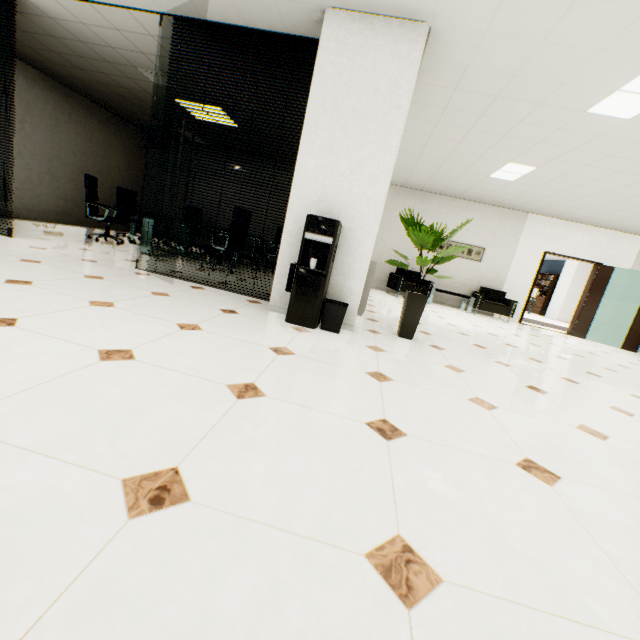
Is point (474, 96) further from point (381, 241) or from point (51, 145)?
point (51, 145)

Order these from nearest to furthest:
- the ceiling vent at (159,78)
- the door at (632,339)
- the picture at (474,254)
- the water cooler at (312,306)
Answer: the water cooler at (312,306), the ceiling vent at (159,78), the door at (632,339), the picture at (474,254)

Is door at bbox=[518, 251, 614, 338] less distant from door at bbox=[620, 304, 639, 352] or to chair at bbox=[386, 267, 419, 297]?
door at bbox=[620, 304, 639, 352]

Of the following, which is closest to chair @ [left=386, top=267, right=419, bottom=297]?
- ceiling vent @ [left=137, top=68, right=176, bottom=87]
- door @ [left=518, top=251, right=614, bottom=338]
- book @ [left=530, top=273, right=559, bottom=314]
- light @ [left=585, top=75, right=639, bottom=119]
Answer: door @ [left=518, top=251, right=614, bottom=338]

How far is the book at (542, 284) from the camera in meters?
16.5

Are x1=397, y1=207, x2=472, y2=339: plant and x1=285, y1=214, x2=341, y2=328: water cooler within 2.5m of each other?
yes

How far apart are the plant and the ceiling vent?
4.9m

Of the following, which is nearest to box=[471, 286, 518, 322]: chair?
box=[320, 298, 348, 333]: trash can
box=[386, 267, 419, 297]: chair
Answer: box=[386, 267, 419, 297]: chair
